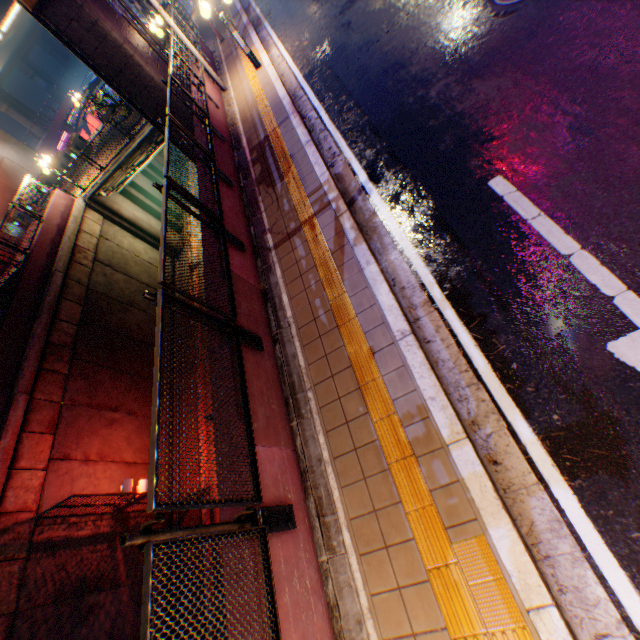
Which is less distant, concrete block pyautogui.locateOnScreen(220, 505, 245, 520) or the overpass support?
concrete block pyautogui.locateOnScreen(220, 505, 245, 520)

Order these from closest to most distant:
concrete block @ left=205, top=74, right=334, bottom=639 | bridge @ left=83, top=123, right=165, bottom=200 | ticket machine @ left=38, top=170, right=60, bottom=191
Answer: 1. concrete block @ left=205, top=74, right=334, bottom=639
2. bridge @ left=83, top=123, right=165, bottom=200
3. ticket machine @ left=38, top=170, right=60, bottom=191

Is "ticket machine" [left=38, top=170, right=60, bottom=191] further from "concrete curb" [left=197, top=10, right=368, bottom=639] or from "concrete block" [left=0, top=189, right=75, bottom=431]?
"concrete curb" [left=197, top=10, right=368, bottom=639]

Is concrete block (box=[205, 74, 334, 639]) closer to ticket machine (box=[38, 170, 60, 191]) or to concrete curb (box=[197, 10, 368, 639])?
concrete curb (box=[197, 10, 368, 639])

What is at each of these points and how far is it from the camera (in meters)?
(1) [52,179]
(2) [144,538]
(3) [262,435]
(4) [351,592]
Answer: (1) ticket machine, 21.86
(2) metal fence, 2.31
(3) concrete block, 3.98
(4) concrete curb, 3.40

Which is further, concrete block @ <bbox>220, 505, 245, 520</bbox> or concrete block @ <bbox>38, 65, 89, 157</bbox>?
concrete block @ <bbox>38, 65, 89, 157</bbox>

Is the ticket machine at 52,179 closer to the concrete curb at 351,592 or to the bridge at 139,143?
the bridge at 139,143

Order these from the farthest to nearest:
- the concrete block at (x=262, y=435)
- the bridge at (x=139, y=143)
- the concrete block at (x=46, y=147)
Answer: the concrete block at (x=46, y=147) < the bridge at (x=139, y=143) < the concrete block at (x=262, y=435)
